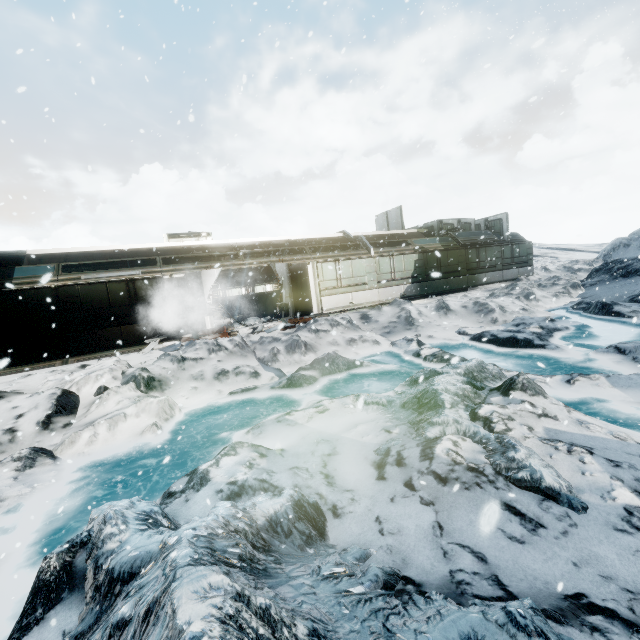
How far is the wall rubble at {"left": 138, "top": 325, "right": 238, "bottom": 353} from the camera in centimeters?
1227cm

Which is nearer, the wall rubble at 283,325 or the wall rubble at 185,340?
the wall rubble at 185,340

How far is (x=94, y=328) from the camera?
12.44m

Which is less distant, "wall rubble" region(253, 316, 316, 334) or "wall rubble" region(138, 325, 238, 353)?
"wall rubble" region(138, 325, 238, 353)

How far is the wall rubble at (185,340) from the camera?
12.27m

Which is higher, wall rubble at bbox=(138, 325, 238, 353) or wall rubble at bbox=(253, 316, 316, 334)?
wall rubble at bbox=(138, 325, 238, 353)

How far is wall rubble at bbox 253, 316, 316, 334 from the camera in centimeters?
1361cm
